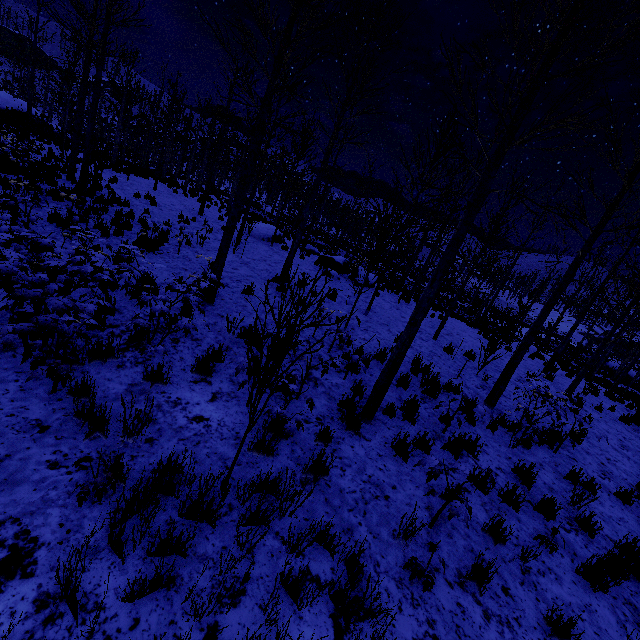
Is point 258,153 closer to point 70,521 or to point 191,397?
point 191,397

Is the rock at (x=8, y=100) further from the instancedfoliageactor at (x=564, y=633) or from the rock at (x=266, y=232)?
the rock at (x=266, y=232)

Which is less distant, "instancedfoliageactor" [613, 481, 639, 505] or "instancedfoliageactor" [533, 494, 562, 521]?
"instancedfoliageactor" [533, 494, 562, 521]

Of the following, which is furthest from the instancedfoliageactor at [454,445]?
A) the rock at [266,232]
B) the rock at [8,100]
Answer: the rock at [8,100]

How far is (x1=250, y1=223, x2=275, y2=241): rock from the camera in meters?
18.1

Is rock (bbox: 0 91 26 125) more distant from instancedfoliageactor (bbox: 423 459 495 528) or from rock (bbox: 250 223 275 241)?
rock (bbox: 250 223 275 241)

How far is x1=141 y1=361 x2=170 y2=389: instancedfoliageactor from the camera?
4.32m
